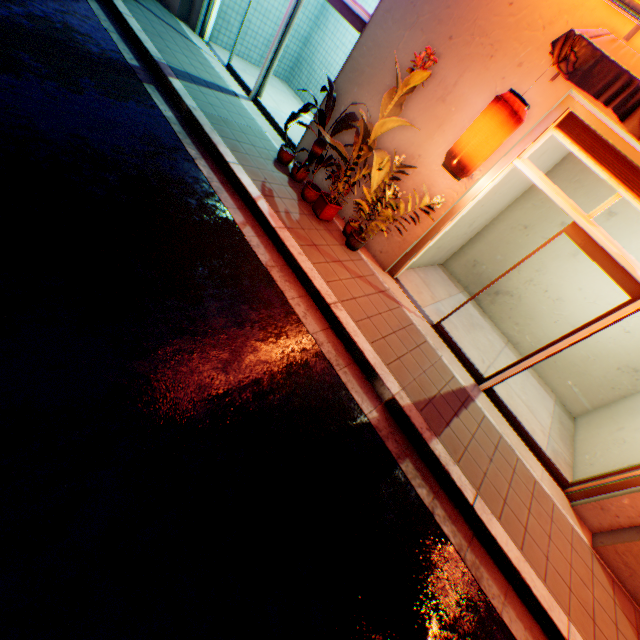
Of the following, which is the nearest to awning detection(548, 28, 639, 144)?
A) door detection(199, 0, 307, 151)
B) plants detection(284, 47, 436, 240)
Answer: plants detection(284, 47, 436, 240)

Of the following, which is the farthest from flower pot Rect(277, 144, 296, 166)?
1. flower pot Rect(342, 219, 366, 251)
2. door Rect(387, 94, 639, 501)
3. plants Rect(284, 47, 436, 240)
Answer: door Rect(387, 94, 639, 501)

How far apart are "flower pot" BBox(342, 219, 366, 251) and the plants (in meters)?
0.73

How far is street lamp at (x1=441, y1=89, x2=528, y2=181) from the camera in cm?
357

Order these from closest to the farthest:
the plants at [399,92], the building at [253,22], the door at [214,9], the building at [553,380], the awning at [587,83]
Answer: the awning at [587,83] < the plants at [399,92] < the building at [553,380] < the door at [214,9] < the building at [253,22]

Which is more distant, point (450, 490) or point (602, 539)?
point (602, 539)

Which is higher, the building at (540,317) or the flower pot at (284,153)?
the building at (540,317)

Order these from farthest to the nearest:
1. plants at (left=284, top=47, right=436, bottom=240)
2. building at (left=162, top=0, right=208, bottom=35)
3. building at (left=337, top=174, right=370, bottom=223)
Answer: building at (left=162, top=0, right=208, bottom=35) → building at (left=337, top=174, right=370, bottom=223) → plants at (left=284, top=47, right=436, bottom=240)
